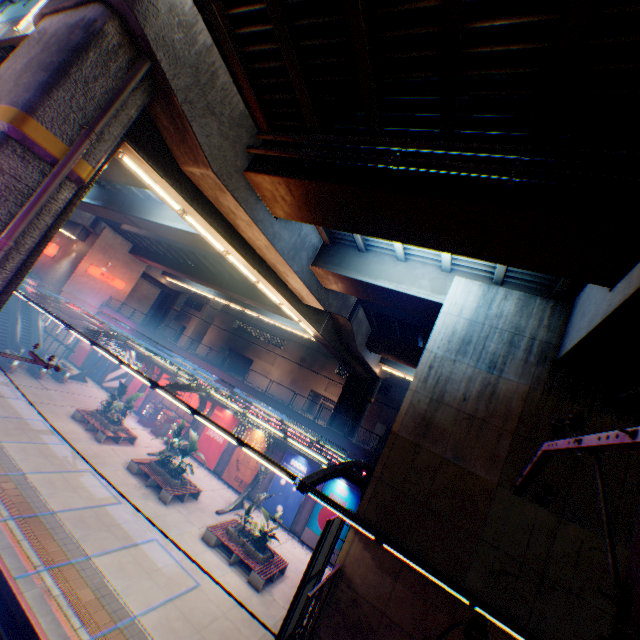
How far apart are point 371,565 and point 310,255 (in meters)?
11.20

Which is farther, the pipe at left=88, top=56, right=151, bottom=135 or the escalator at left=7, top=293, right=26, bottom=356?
the escalator at left=7, top=293, right=26, bottom=356

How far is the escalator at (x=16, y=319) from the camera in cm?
2862

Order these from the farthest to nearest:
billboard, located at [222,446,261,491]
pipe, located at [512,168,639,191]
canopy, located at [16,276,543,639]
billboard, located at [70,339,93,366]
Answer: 1. billboard, located at [70,339,93,366]
2. billboard, located at [222,446,261,491]
3. canopy, located at [16,276,543,639]
4. pipe, located at [512,168,639,191]

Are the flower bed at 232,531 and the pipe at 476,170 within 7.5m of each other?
no

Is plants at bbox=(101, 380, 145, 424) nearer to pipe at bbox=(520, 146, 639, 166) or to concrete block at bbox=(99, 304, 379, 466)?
concrete block at bbox=(99, 304, 379, 466)

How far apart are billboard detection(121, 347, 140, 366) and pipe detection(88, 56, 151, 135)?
28.8m

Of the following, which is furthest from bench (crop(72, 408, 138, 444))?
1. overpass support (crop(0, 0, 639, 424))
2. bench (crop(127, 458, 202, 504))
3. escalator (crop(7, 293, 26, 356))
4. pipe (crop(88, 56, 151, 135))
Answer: pipe (crop(88, 56, 151, 135))
